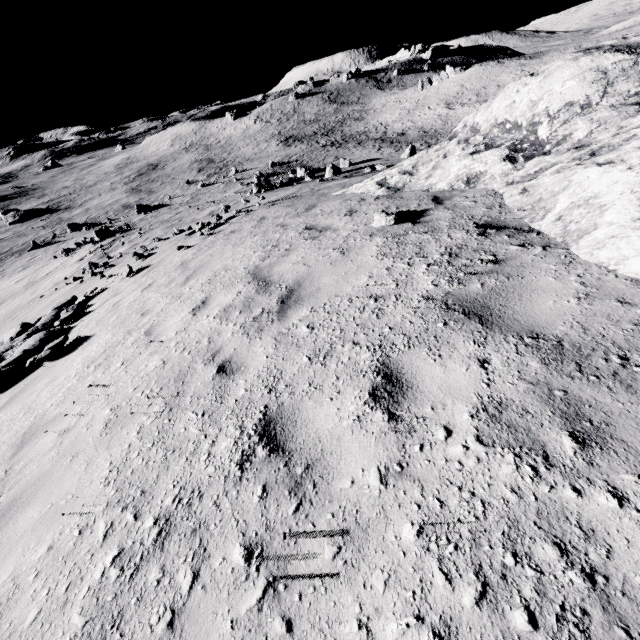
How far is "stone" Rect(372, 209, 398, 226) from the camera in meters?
5.8

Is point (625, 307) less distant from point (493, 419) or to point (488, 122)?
point (493, 419)

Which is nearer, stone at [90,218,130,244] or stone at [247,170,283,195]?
stone at [247,170,283,195]

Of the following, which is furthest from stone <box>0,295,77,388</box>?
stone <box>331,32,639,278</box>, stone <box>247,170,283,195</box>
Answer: stone <box>247,170,283,195</box>

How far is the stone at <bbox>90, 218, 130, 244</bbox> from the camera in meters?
32.4 m

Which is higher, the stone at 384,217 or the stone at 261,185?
the stone at 384,217

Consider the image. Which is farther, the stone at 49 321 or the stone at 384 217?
the stone at 49 321

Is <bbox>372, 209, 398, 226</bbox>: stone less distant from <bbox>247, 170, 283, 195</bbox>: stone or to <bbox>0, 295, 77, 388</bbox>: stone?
<bbox>0, 295, 77, 388</bbox>: stone
